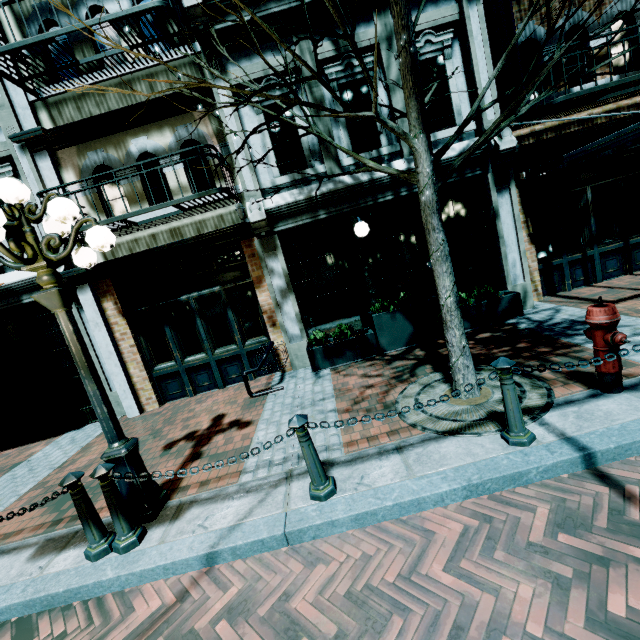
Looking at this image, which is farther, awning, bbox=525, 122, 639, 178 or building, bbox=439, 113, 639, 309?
building, bbox=439, 113, 639, 309

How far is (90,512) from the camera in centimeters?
313cm

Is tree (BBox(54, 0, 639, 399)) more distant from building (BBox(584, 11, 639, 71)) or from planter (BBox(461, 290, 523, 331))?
planter (BBox(461, 290, 523, 331))

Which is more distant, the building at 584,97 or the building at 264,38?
the building at 264,38

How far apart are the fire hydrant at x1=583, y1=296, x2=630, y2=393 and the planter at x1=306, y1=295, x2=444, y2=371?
3.00m

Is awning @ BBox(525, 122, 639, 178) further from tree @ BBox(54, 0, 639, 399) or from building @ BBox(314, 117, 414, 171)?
tree @ BBox(54, 0, 639, 399)

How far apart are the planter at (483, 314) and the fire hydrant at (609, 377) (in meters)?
2.97

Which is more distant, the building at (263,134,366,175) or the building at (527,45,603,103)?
the building at (263,134,366,175)
